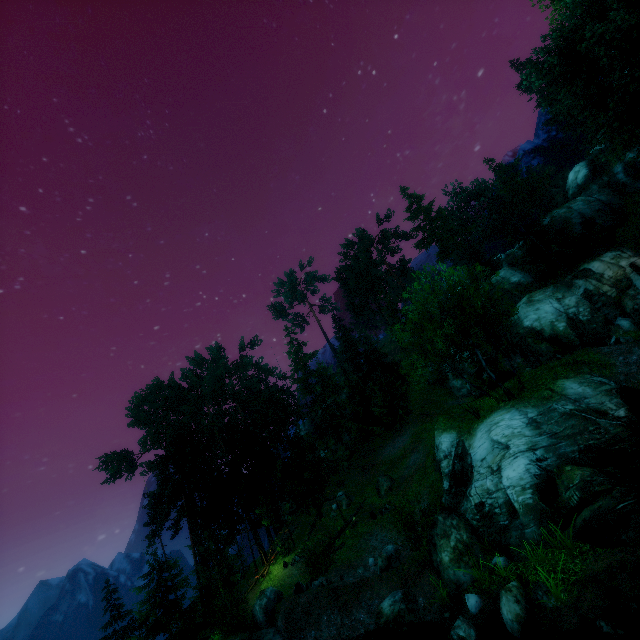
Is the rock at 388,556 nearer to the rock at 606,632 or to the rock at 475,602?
the rock at 475,602

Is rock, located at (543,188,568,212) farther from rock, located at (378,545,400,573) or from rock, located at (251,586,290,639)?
rock, located at (251,586,290,639)

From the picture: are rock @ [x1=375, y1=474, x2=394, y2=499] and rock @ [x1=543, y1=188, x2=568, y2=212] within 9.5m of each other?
no

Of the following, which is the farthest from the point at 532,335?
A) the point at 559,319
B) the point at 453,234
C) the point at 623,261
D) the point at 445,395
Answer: the point at 453,234

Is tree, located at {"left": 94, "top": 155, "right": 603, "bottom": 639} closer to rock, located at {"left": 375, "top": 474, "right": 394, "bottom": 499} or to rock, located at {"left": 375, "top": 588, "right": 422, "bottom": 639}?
rock, located at {"left": 375, "top": 474, "right": 394, "bottom": 499}

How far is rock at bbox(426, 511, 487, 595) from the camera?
12.9m

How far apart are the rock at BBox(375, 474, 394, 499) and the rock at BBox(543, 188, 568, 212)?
53.66m

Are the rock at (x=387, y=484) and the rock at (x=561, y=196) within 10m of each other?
no
